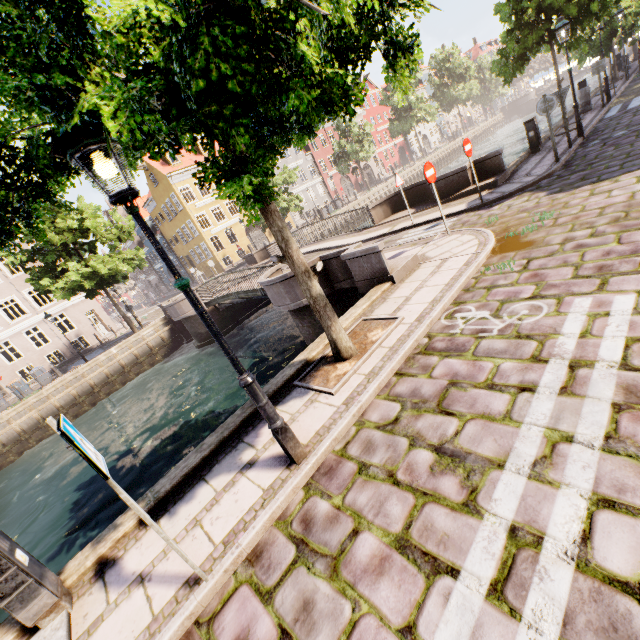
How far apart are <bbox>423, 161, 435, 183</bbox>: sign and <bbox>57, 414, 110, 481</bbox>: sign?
8.4m

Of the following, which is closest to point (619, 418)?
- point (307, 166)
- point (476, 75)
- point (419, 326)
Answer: point (419, 326)

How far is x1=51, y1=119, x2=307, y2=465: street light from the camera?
2.41m

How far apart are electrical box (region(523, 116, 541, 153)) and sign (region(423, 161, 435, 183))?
7.7m

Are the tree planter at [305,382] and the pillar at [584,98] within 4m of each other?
no

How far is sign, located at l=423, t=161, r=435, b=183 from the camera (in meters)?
8.01

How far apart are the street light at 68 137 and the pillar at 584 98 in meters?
21.6 m

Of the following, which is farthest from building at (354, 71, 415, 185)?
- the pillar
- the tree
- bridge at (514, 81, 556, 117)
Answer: the pillar
